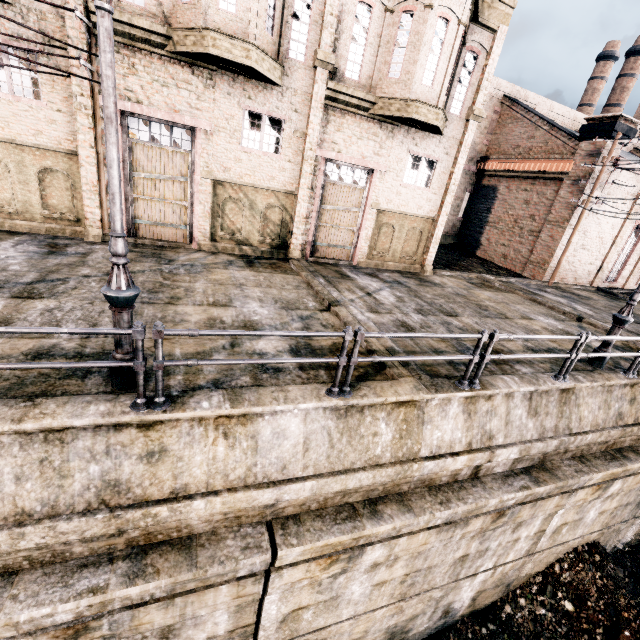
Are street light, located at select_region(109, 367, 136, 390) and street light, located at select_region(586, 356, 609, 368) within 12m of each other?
yes

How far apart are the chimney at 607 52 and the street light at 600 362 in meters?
57.4 m

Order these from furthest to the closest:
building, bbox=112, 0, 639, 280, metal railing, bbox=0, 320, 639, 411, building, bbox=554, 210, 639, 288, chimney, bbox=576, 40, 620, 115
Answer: chimney, bbox=576, 40, 620, 115, building, bbox=554, 210, 639, 288, building, bbox=112, 0, 639, 280, metal railing, bbox=0, 320, 639, 411

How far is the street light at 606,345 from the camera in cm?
917

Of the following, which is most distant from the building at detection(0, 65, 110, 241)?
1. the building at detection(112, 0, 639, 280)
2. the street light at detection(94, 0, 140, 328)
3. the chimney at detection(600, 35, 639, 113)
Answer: the chimney at detection(600, 35, 639, 113)

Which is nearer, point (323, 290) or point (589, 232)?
point (323, 290)

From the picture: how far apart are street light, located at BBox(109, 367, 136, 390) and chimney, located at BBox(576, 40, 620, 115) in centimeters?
6706cm
